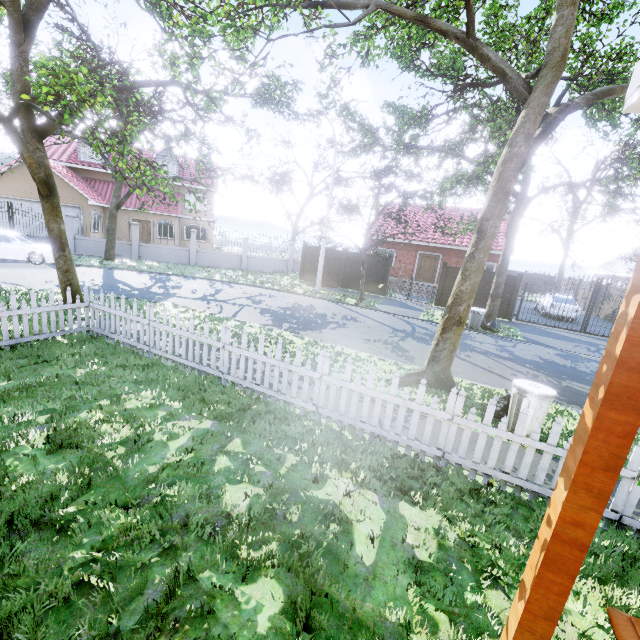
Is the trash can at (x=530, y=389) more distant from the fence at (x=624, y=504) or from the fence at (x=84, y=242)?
the fence at (x=84, y=242)

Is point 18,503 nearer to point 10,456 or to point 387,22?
point 10,456

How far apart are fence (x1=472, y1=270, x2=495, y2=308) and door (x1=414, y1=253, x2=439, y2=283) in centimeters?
546cm

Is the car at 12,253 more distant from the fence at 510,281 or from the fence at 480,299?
the fence at 480,299

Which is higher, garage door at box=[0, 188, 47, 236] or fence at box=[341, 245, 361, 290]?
garage door at box=[0, 188, 47, 236]

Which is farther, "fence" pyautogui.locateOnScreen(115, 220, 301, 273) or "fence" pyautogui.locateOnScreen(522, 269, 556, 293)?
"fence" pyautogui.locateOnScreen(522, 269, 556, 293)

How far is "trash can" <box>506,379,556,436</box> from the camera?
5.4m
